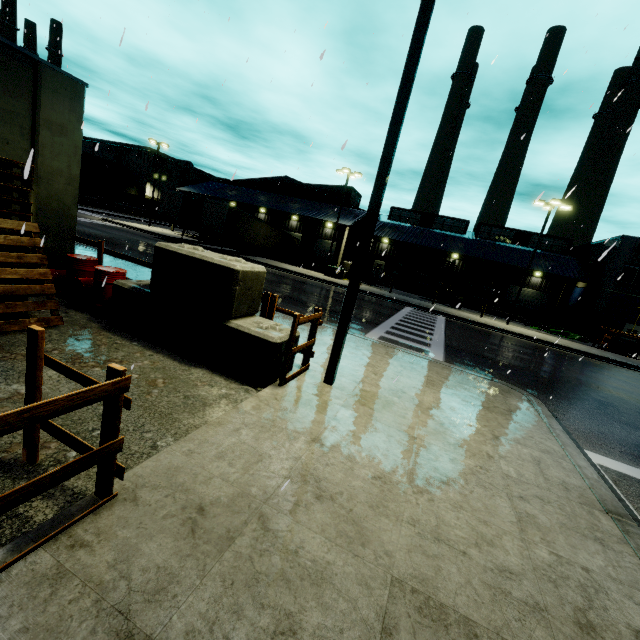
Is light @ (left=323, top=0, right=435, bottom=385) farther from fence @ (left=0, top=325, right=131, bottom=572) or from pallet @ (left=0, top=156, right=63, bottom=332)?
pallet @ (left=0, top=156, right=63, bottom=332)

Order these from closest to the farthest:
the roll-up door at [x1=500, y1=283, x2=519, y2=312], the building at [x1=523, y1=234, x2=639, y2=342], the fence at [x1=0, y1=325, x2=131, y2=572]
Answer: the fence at [x1=0, y1=325, x2=131, y2=572], the building at [x1=523, y1=234, x2=639, y2=342], the roll-up door at [x1=500, y1=283, x2=519, y2=312]

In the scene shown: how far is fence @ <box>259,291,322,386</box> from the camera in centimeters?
537cm

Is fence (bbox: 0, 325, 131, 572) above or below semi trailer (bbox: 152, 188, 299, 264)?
below

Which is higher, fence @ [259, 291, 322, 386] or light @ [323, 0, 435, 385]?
light @ [323, 0, 435, 385]

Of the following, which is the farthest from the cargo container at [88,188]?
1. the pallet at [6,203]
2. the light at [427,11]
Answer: the light at [427,11]

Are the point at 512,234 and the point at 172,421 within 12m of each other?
no

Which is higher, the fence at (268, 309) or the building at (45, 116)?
the building at (45, 116)
